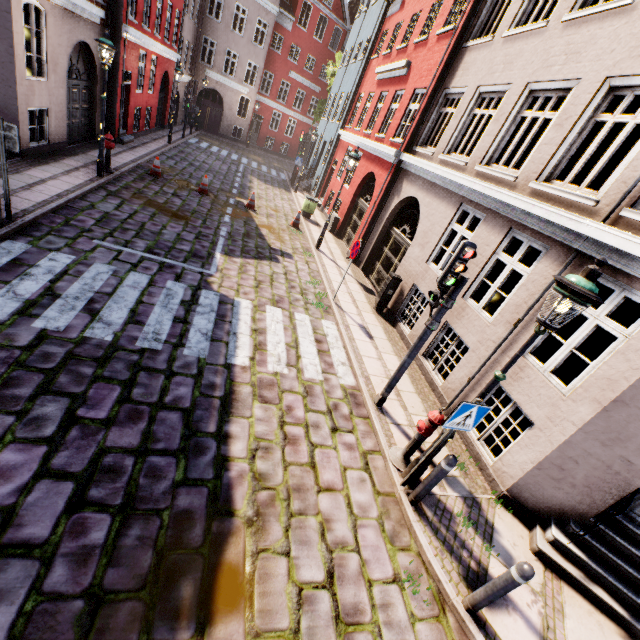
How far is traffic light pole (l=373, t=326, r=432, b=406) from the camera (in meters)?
5.57

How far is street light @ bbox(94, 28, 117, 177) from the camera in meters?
8.9 m

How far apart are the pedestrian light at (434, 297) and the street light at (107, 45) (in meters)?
10.97

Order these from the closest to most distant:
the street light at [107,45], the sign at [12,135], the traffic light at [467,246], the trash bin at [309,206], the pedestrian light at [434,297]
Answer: the traffic light at [467,246], the pedestrian light at [434,297], the sign at [12,135], the street light at [107,45], the trash bin at [309,206]

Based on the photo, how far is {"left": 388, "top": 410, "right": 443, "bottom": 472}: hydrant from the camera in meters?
4.9

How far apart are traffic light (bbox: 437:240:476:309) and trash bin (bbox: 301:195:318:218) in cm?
1257

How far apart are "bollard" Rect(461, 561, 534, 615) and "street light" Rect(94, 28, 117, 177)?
14.0m

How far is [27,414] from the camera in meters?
3.9
